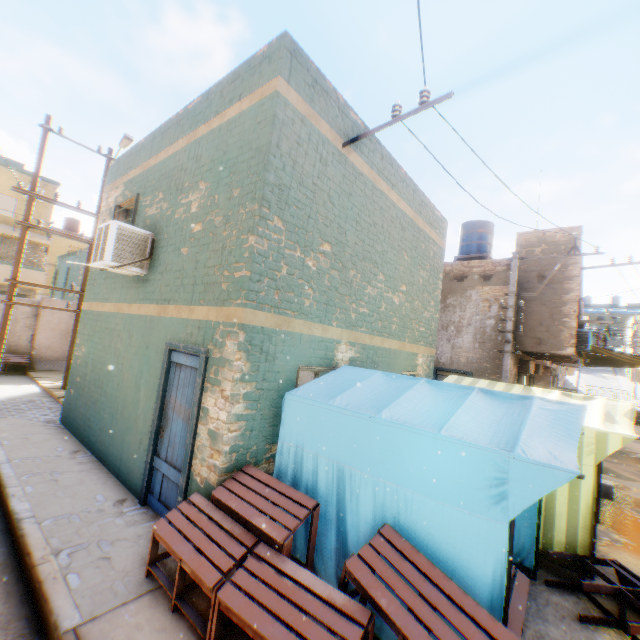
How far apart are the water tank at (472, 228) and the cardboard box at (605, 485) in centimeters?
995cm

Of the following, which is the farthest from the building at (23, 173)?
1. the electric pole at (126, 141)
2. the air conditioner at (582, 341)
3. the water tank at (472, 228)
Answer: the electric pole at (126, 141)

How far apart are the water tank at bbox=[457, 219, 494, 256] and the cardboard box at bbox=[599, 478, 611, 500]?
9.9m

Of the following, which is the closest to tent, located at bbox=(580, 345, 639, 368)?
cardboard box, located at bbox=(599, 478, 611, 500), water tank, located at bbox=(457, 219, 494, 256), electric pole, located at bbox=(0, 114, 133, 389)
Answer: cardboard box, located at bbox=(599, 478, 611, 500)

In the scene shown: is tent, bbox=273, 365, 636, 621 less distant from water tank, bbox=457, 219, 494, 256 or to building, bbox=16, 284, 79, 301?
building, bbox=16, 284, 79, 301

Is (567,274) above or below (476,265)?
below

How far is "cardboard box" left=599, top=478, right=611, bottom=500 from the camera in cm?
834
